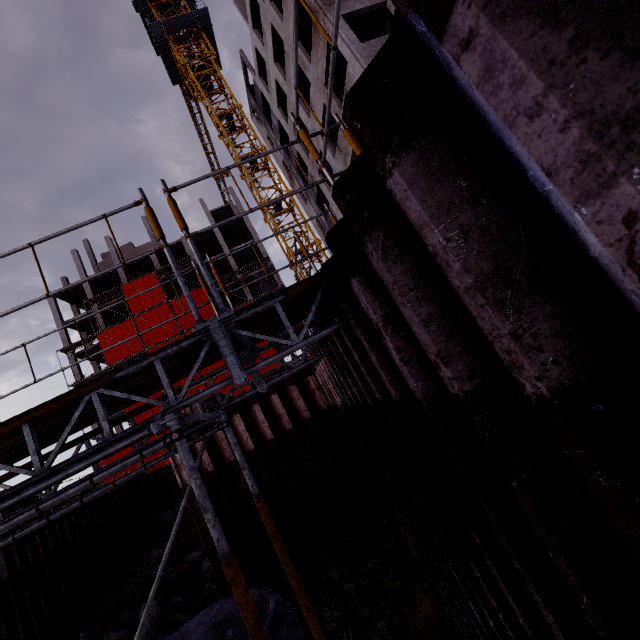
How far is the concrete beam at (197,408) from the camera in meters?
8.5

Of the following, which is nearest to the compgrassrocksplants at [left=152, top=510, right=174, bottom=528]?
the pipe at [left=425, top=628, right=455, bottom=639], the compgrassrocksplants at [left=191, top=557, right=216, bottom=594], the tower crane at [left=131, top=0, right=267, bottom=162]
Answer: the compgrassrocksplants at [left=191, top=557, right=216, bottom=594]

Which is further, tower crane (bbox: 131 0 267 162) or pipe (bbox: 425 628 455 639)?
tower crane (bbox: 131 0 267 162)

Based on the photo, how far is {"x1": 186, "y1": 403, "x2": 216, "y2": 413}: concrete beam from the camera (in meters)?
8.51

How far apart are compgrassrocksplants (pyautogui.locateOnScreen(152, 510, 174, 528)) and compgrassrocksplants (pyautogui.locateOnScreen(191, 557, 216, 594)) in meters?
5.8

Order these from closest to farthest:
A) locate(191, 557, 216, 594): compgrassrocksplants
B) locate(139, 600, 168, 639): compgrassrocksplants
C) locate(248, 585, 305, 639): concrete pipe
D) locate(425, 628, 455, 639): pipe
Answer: locate(248, 585, 305, 639): concrete pipe < locate(425, 628, 455, 639): pipe < locate(139, 600, 168, 639): compgrassrocksplants < locate(191, 557, 216, 594): compgrassrocksplants

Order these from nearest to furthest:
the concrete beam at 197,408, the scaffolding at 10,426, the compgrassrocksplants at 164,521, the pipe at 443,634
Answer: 1. the scaffolding at 10,426
2. the pipe at 443,634
3. the concrete beam at 197,408
4. the compgrassrocksplants at 164,521

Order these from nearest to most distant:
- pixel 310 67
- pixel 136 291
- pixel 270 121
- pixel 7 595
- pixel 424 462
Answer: pixel 424 462
pixel 7 595
pixel 310 67
pixel 270 121
pixel 136 291
